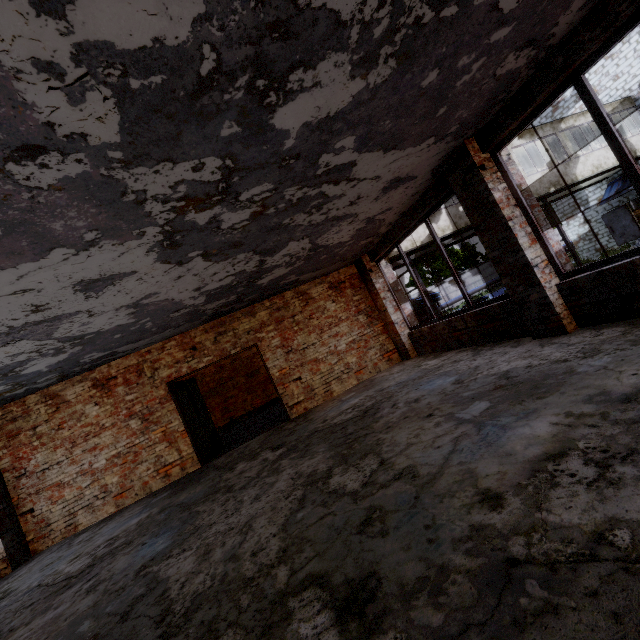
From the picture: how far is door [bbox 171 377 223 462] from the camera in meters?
8.1

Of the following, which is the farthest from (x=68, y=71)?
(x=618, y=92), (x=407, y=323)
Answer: (x=618, y=92)

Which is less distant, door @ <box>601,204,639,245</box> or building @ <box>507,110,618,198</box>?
building @ <box>507,110,618,198</box>

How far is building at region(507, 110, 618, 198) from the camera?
14.4 meters

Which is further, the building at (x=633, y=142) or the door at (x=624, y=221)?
the door at (x=624, y=221)

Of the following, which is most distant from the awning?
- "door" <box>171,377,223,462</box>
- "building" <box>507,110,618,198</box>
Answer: "door" <box>171,377,223,462</box>

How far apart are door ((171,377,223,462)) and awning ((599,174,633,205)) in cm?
2356

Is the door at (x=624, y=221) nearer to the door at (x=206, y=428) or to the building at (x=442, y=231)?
the building at (x=442, y=231)
